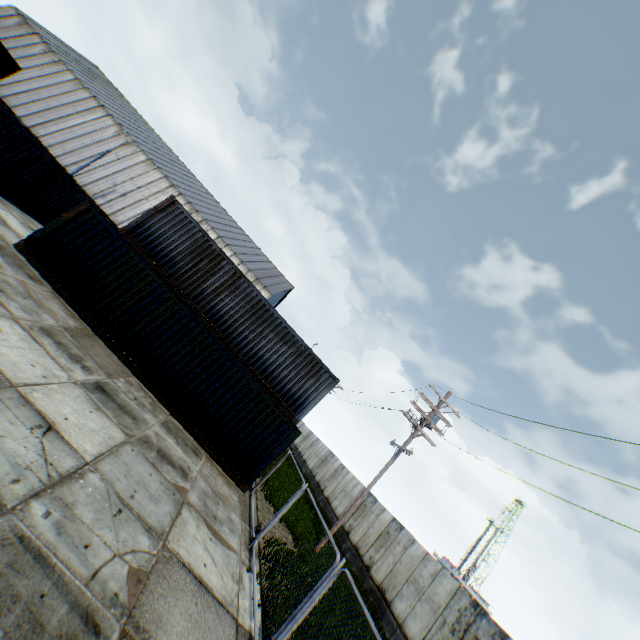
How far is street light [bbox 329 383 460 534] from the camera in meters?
14.5

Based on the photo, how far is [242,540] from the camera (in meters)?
8.76

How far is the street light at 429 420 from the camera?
14.55m

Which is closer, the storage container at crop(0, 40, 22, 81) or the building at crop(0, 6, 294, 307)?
the storage container at crop(0, 40, 22, 81)

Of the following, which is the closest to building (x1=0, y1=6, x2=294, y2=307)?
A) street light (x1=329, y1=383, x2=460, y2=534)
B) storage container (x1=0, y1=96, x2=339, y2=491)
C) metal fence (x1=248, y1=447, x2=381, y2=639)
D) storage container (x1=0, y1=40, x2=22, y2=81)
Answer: storage container (x1=0, y1=40, x2=22, y2=81)

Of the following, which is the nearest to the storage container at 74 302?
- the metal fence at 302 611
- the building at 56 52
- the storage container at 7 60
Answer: the metal fence at 302 611

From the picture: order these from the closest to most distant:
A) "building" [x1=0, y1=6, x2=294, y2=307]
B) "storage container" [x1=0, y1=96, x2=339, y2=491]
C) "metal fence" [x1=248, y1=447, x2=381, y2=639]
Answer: "metal fence" [x1=248, y1=447, x2=381, y2=639] < "storage container" [x1=0, y1=96, x2=339, y2=491] < "building" [x1=0, y1=6, x2=294, y2=307]
